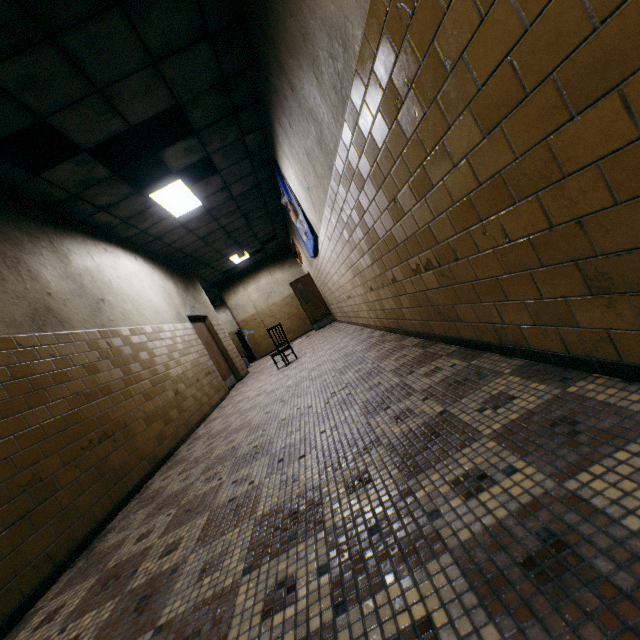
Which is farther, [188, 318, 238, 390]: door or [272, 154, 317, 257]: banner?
[188, 318, 238, 390]: door

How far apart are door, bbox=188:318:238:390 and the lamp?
2.4m

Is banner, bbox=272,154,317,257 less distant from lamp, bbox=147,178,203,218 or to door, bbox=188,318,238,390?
lamp, bbox=147,178,203,218

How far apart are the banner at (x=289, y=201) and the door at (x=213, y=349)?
3.57m

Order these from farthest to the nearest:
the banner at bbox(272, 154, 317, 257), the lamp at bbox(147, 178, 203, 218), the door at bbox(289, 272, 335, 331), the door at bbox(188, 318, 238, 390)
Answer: the door at bbox(289, 272, 335, 331) < the door at bbox(188, 318, 238, 390) < the banner at bbox(272, 154, 317, 257) < the lamp at bbox(147, 178, 203, 218)

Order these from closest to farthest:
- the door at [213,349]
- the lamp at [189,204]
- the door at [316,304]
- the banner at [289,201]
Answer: the lamp at [189,204] → the banner at [289,201] → the door at [213,349] → the door at [316,304]

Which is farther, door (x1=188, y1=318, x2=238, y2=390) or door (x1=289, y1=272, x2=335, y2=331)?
door (x1=289, y1=272, x2=335, y2=331)

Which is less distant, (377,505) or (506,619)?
(506,619)
